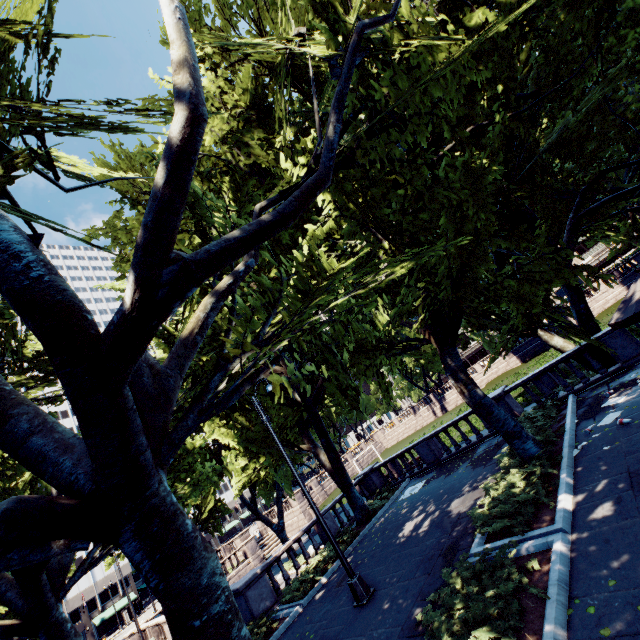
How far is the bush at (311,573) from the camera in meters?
12.7

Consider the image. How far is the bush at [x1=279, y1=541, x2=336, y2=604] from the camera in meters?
12.7 m

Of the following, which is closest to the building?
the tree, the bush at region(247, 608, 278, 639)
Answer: the tree

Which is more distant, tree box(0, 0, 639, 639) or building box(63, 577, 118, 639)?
building box(63, 577, 118, 639)

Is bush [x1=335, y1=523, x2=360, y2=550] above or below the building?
below

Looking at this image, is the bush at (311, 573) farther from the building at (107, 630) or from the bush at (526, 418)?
the building at (107, 630)

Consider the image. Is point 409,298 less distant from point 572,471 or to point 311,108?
point 572,471

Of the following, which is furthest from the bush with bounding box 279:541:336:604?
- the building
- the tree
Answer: the building
